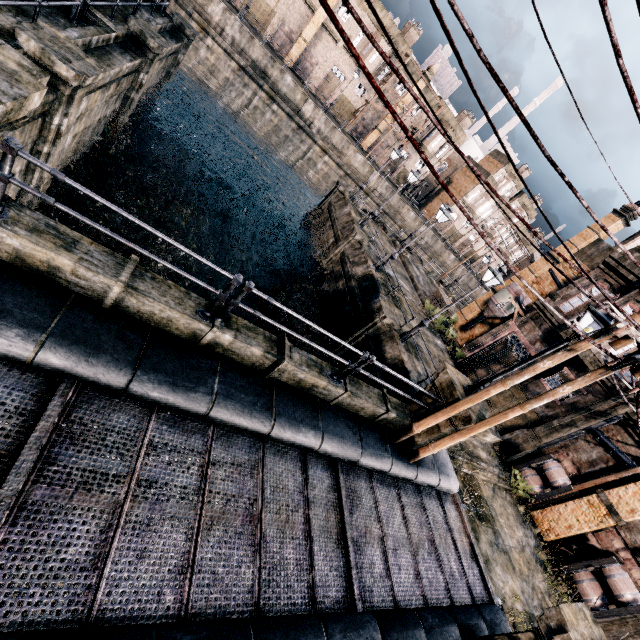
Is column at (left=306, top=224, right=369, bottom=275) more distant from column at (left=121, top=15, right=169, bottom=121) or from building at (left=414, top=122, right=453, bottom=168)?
building at (left=414, top=122, right=453, bottom=168)

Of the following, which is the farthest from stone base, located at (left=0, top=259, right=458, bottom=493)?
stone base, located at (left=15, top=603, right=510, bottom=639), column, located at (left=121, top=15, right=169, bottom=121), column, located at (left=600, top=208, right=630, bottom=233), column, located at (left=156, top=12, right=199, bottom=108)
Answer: column, located at (left=156, top=12, right=199, bottom=108)

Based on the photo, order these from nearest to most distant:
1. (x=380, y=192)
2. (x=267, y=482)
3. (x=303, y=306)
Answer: (x=267, y=482) < (x=303, y=306) < (x=380, y=192)

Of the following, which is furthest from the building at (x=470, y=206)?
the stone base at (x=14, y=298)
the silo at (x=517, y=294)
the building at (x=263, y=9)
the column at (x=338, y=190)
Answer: the stone base at (x=14, y=298)

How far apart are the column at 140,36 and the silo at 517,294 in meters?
25.2

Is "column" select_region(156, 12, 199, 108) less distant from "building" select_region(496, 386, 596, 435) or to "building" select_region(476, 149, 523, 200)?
"building" select_region(496, 386, 596, 435)

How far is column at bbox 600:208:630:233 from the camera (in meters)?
22.27

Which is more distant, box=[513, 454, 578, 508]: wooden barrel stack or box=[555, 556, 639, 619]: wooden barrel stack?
box=[513, 454, 578, 508]: wooden barrel stack
